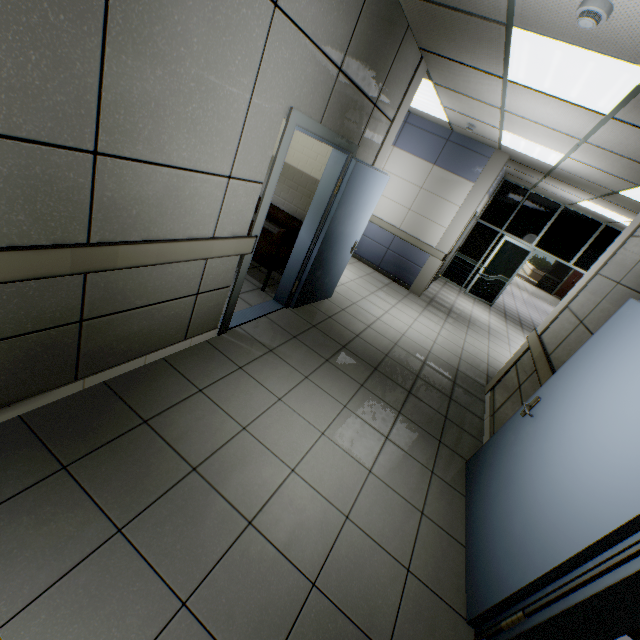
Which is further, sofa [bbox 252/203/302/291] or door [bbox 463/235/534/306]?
door [bbox 463/235/534/306]

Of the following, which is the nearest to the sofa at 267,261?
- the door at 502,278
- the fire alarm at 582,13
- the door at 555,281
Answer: the fire alarm at 582,13

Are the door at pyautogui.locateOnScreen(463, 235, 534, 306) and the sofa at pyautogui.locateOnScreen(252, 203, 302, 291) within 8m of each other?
yes

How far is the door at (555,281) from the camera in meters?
19.6

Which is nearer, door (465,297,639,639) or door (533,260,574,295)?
door (465,297,639,639)

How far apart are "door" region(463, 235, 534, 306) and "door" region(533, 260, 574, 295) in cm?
1298

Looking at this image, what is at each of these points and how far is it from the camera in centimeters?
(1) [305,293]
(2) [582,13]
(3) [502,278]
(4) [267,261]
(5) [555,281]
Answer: (1) door, 451cm
(2) fire alarm, 180cm
(3) door, 961cm
(4) sofa, 435cm
(5) door, 2003cm

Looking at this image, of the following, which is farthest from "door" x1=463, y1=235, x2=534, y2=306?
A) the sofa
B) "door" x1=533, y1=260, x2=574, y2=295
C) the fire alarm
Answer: "door" x1=533, y1=260, x2=574, y2=295
